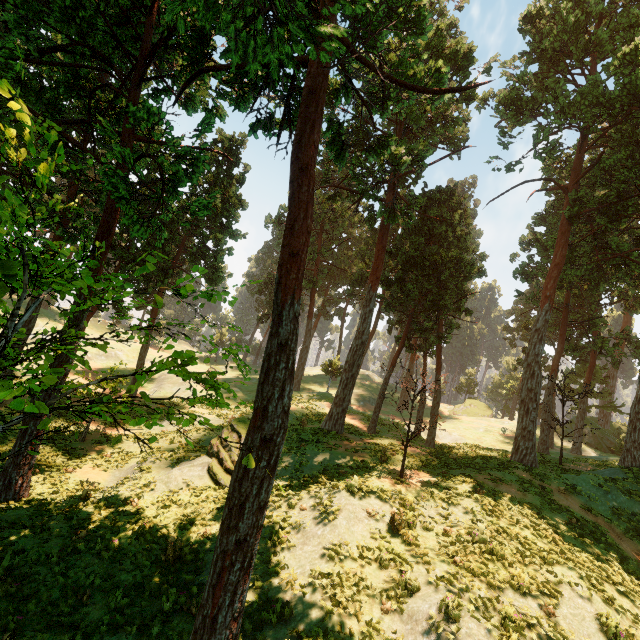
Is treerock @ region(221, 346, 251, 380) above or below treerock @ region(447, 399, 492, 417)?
below

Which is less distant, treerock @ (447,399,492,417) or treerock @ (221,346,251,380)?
treerock @ (221,346,251,380)

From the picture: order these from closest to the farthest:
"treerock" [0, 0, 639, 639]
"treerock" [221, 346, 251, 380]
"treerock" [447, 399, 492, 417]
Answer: "treerock" [0, 0, 639, 639] < "treerock" [221, 346, 251, 380] < "treerock" [447, 399, 492, 417]

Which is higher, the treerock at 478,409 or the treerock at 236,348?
the treerock at 478,409

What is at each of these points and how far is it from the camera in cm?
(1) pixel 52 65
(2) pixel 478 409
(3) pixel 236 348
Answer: (1) treerock, 1420
(2) treerock, 5450
(3) treerock, 966

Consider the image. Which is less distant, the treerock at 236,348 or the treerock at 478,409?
the treerock at 236,348

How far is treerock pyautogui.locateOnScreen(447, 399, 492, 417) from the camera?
52.9 meters
